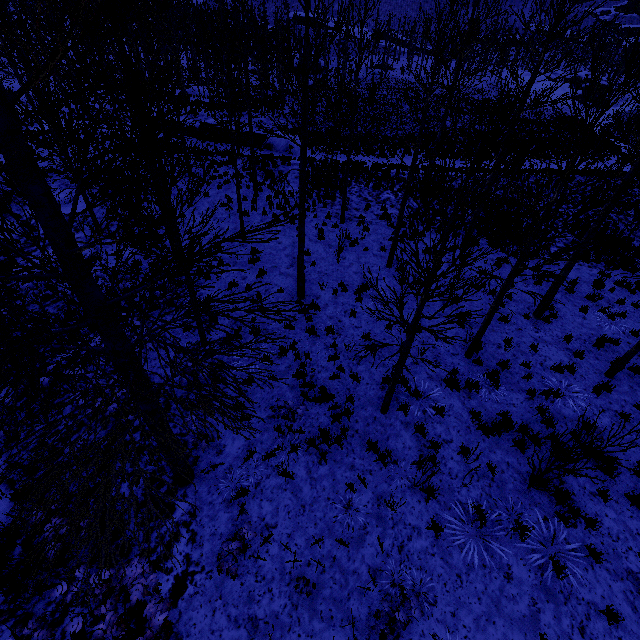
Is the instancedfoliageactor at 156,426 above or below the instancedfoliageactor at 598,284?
above

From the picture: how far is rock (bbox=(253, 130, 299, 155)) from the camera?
25.6 meters

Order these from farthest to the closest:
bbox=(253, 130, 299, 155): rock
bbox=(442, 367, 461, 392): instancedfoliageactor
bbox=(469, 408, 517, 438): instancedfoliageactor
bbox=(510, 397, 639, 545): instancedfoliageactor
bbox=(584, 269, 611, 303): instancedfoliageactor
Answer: bbox=(253, 130, 299, 155): rock, bbox=(584, 269, 611, 303): instancedfoliageactor, bbox=(442, 367, 461, 392): instancedfoliageactor, bbox=(469, 408, 517, 438): instancedfoliageactor, bbox=(510, 397, 639, 545): instancedfoliageactor

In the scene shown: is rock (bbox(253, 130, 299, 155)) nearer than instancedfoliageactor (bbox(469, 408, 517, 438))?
No

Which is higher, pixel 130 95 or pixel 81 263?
pixel 130 95

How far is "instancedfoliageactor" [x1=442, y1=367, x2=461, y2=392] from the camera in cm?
833

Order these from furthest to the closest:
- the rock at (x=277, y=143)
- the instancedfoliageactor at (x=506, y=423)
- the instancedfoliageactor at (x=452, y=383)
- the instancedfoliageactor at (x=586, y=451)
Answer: the rock at (x=277, y=143), the instancedfoliageactor at (x=452, y=383), the instancedfoliageactor at (x=506, y=423), the instancedfoliageactor at (x=586, y=451)
